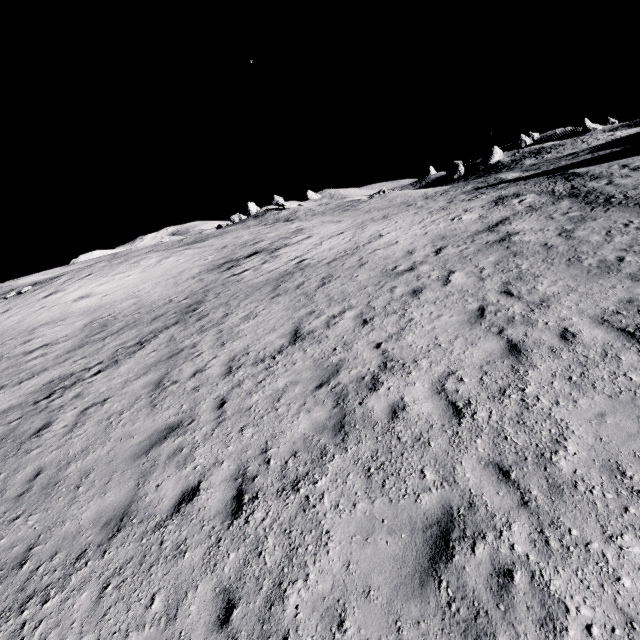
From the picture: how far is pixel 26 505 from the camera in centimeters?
627cm
